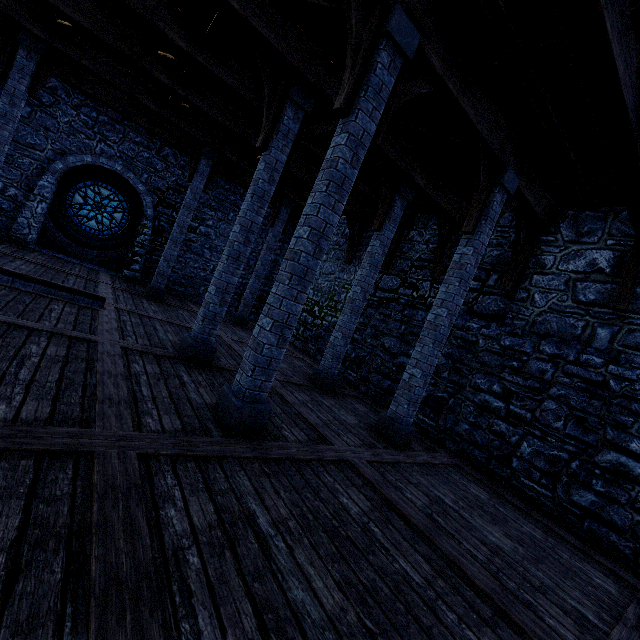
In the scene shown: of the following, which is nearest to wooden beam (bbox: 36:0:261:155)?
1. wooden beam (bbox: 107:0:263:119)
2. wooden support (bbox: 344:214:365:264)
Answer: wooden support (bbox: 344:214:365:264)

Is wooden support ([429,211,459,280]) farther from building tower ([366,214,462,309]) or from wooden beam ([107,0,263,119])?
wooden beam ([107,0,263,119])

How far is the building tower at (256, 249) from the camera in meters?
15.2

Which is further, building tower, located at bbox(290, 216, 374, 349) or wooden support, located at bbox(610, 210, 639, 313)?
building tower, located at bbox(290, 216, 374, 349)

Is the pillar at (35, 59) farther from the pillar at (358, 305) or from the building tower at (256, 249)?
the pillar at (358, 305)

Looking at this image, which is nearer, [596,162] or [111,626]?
[111,626]

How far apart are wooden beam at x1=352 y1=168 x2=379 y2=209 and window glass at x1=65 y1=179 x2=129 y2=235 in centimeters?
824cm

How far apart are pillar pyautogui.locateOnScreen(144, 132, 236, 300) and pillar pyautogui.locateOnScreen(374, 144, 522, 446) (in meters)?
8.51
